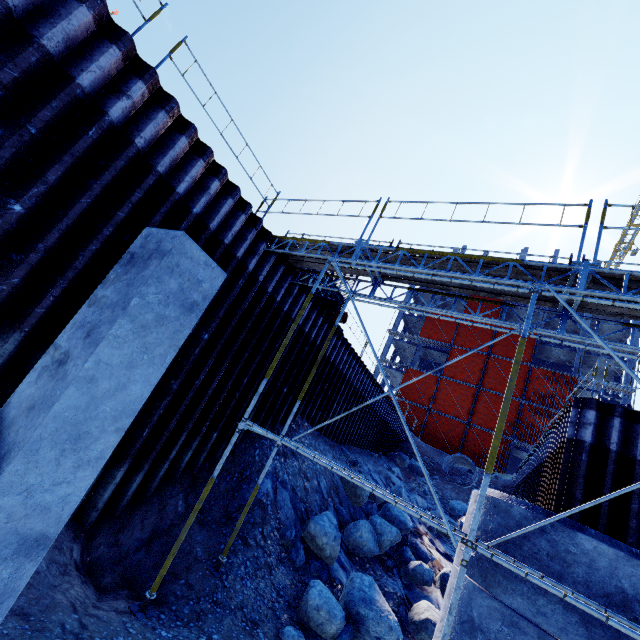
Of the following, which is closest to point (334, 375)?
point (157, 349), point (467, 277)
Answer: point (467, 277)

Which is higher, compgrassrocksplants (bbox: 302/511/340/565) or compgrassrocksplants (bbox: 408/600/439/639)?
compgrassrocksplants (bbox: 302/511/340/565)

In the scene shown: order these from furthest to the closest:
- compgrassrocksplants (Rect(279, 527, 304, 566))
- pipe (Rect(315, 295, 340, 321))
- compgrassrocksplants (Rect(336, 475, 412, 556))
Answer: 1. pipe (Rect(315, 295, 340, 321))
2. compgrassrocksplants (Rect(336, 475, 412, 556))
3. compgrassrocksplants (Rect(279, 527, 304, 566))

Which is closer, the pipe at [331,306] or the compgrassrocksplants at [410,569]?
the compgrassrocksplants at [410,569]

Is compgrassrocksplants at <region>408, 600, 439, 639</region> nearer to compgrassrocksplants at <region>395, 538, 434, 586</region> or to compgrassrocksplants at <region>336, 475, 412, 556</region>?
compgrassrocksplants at <region>395, 538, 434, 586</region>

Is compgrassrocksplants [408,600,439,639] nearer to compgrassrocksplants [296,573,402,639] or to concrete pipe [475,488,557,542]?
concrete pipe [475,488,557,542]

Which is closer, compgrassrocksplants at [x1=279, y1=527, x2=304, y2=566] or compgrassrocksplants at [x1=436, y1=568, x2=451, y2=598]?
compgrassrocksplants at [x1=279, y1=527, x2=304, y2=566]

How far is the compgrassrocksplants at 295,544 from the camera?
7.7 meters
